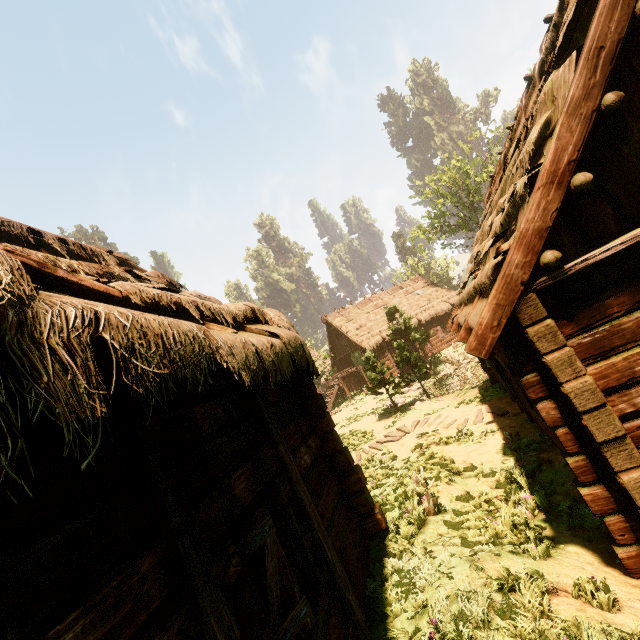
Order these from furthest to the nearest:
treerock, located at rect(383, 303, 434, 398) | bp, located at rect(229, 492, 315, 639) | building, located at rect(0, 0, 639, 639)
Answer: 1. treerock, located at rect(383, 303, 434, 398)
2. bp, located at rect(229, 492, 315, 639)
3. building, located at rect(0, 0, 639, 639)

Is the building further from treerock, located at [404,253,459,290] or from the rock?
the rock

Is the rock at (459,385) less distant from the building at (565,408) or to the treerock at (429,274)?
the treerock at (429,274)

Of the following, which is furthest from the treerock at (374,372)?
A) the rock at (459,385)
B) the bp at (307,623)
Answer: the bp at (307,623)

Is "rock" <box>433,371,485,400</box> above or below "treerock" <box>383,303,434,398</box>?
below

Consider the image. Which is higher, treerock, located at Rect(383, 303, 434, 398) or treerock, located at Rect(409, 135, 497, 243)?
treerock, located at Rect(409, 135, 497, 243)

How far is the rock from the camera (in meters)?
16.77

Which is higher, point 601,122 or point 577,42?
point 577,42
